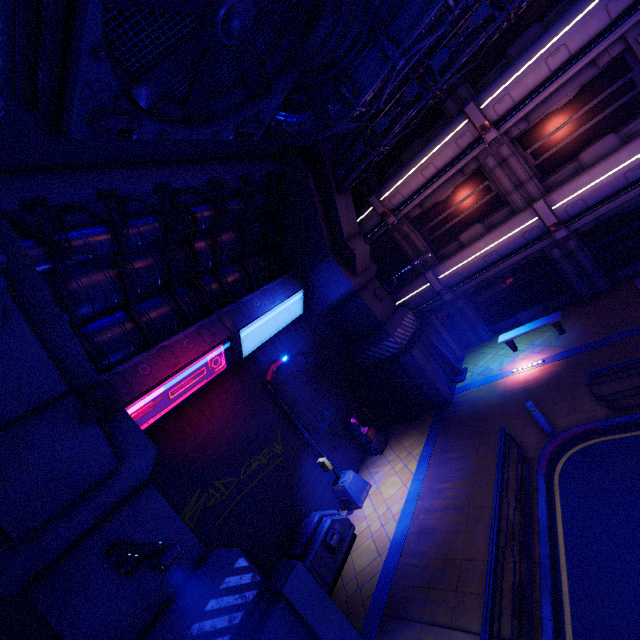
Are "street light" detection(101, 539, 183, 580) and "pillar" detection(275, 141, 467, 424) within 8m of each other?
no

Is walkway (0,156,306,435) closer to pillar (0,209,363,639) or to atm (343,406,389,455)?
pillar (0,209,363,639)

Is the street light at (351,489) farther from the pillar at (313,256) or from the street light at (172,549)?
the street light at (172,549)

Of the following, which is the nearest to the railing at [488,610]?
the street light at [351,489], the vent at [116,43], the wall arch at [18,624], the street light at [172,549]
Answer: the street light at [172,549]

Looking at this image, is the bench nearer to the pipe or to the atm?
the atm

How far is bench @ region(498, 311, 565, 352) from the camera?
12.5 meters

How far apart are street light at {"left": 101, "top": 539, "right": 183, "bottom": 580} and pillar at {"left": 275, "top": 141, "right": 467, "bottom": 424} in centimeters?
1082cm

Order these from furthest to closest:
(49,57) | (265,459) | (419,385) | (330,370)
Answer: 1. (330,370)
2. (419,385)
3. (265,459)
4. (49,57)
